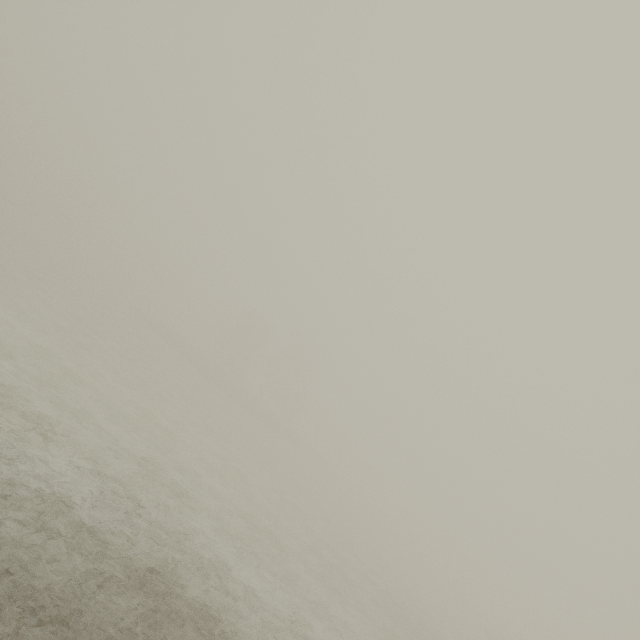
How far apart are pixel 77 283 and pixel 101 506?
36.00m
